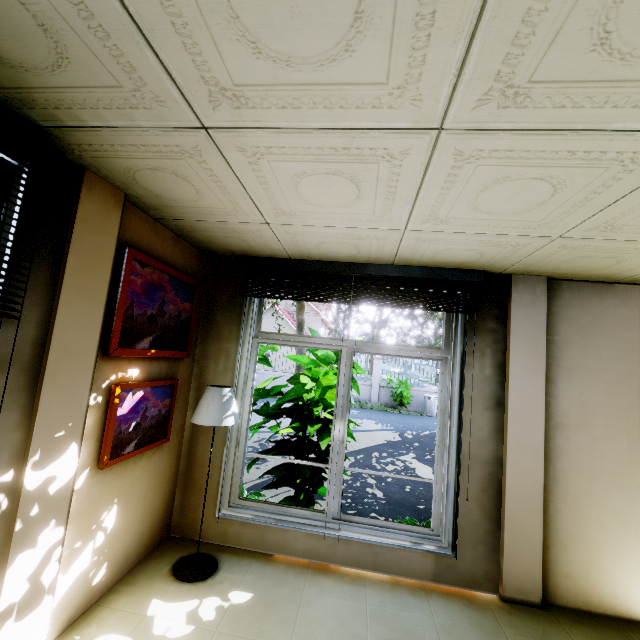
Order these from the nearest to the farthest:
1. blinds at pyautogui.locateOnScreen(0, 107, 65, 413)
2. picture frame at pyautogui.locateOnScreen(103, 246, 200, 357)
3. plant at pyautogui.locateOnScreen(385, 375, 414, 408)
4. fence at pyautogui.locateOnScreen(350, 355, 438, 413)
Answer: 1. blinds at pyautogui.locateOnScreen(0, 107, 65, 413)
2. picture frame at pyautogui.locateOnScreen(103, 246, 200, 357)
3. plant at pyautogui.locateOnScreen(385, 375, 414, 408)
4. fence at pyautogui.locateOnScreen(350, 355, 438, 413)

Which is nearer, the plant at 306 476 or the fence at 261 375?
the plant at 306 476

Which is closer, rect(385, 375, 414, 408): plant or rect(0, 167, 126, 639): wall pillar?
rect(0, 167, 126, 639): wall pillar

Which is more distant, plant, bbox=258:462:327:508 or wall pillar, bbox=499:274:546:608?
plant, bbox=258:462:327:508

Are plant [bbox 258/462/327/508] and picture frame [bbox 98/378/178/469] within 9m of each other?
yes

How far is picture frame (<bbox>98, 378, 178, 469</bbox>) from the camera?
2.2m

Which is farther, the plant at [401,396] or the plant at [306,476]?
the plant at [401,396]

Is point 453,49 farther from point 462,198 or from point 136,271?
point 136,271
